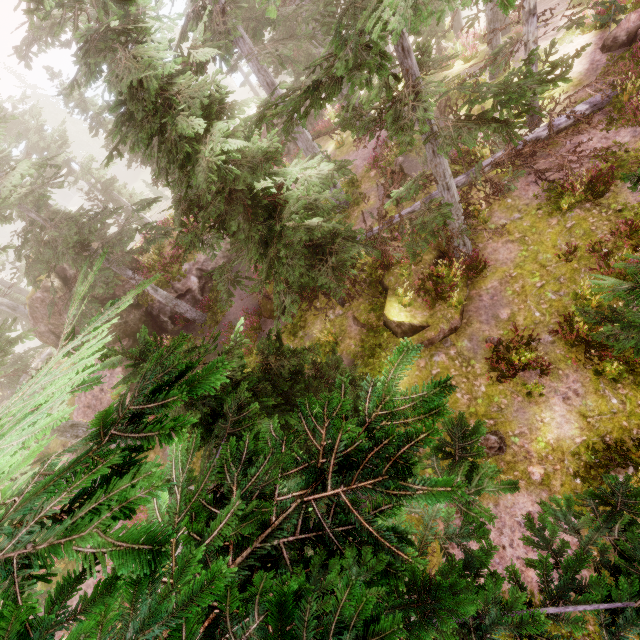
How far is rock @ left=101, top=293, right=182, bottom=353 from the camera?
18.45m

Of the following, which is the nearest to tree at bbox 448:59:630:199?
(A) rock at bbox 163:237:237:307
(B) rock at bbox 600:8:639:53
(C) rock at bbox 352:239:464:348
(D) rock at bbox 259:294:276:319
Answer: (C) rock at bbox 352:239:464:348

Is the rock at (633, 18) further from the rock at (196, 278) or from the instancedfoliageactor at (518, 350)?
the rock at (196, 278)

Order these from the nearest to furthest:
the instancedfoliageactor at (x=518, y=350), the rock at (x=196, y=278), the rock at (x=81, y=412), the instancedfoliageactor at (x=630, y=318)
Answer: the instancedfoliageactor at (x=630, y=318) < the instancedfoliageactor at (x=518, y=350) < the rock at (x=81, y=412) < the rock at (x=196, y=278)

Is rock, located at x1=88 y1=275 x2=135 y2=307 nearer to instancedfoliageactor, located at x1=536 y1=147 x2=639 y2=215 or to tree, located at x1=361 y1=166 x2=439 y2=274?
instancedfoliageactor, located at x1=536 y1=147 x2=639 y2=215

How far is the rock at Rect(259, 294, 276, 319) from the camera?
17.17m

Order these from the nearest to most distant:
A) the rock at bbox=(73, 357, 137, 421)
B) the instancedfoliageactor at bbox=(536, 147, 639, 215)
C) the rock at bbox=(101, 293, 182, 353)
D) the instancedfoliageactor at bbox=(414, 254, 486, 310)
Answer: the instancedfoliageactor at bbox=(536, 147, 639, 215)
the instancedfoliageactor at bbox=(414, 254, 486, 310)
the rock at bbox=(73, 357, 137, 421)
the rock at bbox=(101, 293, 182, 353)

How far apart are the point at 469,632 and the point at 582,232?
12.5 meters
